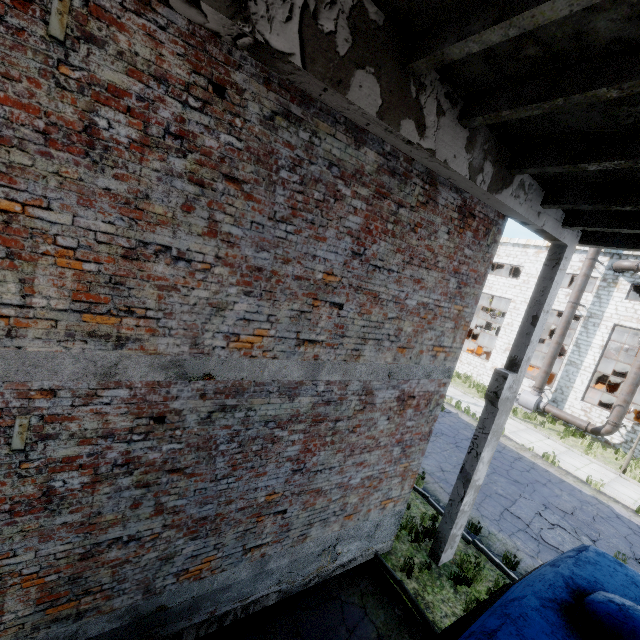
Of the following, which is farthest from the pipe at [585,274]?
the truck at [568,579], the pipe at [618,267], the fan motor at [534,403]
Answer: the truck at [568,579]

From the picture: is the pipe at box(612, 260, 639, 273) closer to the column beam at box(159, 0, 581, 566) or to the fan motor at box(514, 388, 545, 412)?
the fan motor at box(514, 388, 545, 412)

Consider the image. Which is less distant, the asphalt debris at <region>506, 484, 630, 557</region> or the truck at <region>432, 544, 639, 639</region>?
the truck at <region>432, 544, 639, 639</region>

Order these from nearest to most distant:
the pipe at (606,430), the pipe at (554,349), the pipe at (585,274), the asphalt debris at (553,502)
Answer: the asphalt debris at (553,502) → the pipe at (606,430) → the pipe at (585,274) → the pipe at (554,349)

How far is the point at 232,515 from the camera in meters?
4.7

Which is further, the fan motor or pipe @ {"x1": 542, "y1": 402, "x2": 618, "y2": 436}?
the fan motor

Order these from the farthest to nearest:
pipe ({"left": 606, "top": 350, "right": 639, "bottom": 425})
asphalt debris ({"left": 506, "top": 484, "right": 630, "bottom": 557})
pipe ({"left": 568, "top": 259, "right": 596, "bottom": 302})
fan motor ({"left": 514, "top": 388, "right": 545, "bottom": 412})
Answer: fan motor ({"left": 514, "top": 388, "right": 545, "bottom": 412}) < pipe ({"left": 568, "top": 259, "right": 596, "bottom": 302}) < pipe ({"left": 606, "top": 350, "right": 639, "bottom": 425}) < asphalt debris ({"left": 506, "top": 484, "right": 630, "bottom": 557})

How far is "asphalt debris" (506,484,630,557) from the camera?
9.5 meters
